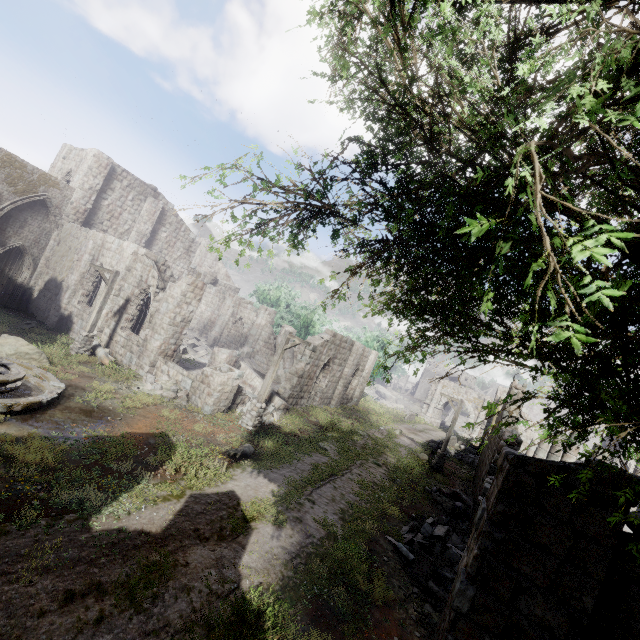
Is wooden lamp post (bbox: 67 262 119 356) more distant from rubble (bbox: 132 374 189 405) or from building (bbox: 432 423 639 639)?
rubble (bbox: 132 374 189 405)

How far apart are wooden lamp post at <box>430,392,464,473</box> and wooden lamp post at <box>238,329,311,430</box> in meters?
11.6

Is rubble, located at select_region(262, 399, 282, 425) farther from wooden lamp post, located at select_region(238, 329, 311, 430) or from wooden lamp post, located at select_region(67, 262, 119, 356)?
wooden lamp post, located at select_region(67, 262, 119, 356)

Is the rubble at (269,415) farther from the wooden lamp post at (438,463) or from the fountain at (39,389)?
the wooden lamp post at (438,463)

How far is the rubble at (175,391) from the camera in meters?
14.3

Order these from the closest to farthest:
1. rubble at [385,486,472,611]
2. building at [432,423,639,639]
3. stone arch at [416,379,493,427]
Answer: building at [432,423,639,639] < rubble at [385,486,472,611] < stone arch at [416,379,493,427]

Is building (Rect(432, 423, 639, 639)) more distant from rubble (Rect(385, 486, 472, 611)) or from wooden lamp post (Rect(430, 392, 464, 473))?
wooden lamp post (Rect(430, 392, 464, 473))

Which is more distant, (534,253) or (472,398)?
(472,398)
